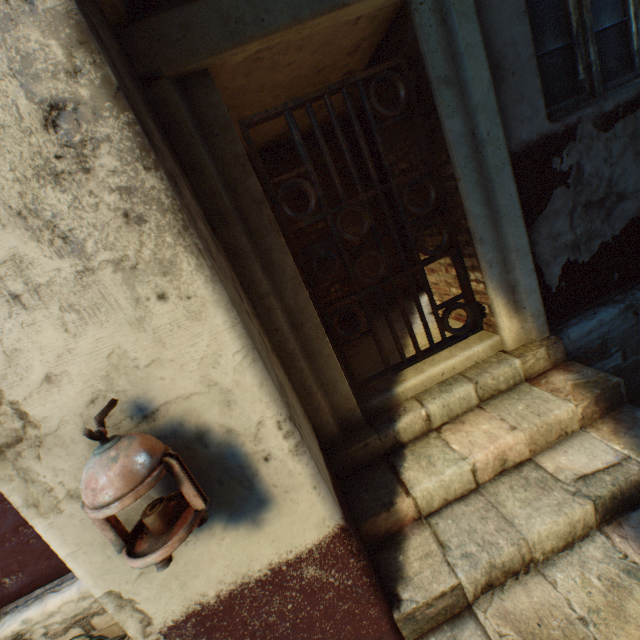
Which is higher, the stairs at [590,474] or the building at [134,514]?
the building at [134,514]

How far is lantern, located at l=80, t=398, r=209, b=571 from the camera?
0.91m

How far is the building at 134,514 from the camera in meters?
1.2

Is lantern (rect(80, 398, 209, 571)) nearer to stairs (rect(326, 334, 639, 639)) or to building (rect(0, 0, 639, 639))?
building (rect(0, 0, 639, 639))

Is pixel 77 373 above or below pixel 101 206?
below

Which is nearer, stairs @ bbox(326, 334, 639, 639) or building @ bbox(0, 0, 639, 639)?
building @ bbox(0, 0, 639, 639)
